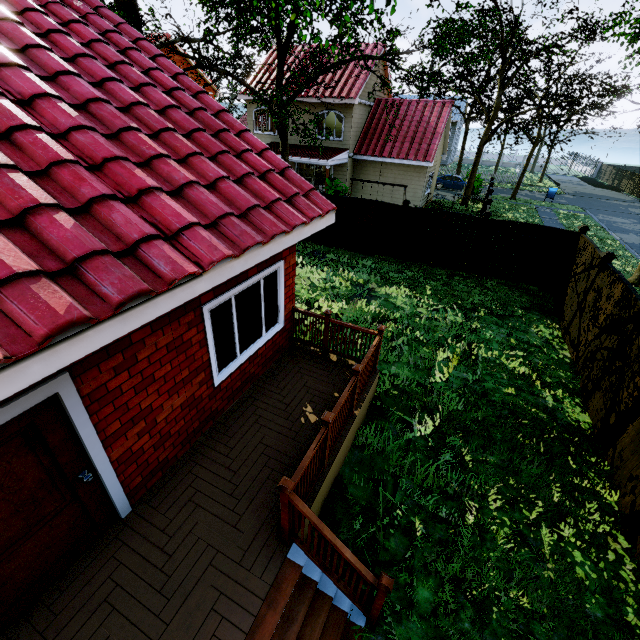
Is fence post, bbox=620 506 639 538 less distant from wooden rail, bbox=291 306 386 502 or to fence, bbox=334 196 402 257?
fence, bbox=334 196 402 257

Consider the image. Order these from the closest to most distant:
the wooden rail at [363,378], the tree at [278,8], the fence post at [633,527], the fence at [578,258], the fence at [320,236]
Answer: the wooden rail at [363,378], the fence post at [633,527], the fence at [578,258], the tree at [278,8], the fence at [320,236]

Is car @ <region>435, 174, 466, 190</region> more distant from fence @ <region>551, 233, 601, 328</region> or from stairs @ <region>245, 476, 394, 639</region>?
stairs @ <region>245, 476, 394, 639</region>

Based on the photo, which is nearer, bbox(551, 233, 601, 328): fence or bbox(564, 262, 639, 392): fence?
bbox(564, 262, 639, 392): fence

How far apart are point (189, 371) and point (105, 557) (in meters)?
2.17

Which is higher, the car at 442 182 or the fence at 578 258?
the car at 442 182

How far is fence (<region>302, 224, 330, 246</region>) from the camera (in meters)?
14.83
